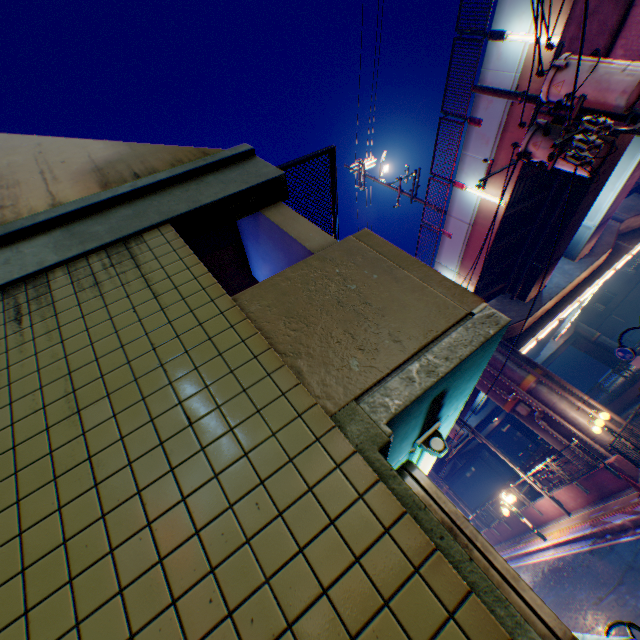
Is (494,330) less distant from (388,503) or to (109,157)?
(388,503)

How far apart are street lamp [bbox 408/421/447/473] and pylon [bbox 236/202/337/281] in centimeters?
64cm

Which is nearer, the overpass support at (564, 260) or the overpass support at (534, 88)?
the overpass support at (534, 88)

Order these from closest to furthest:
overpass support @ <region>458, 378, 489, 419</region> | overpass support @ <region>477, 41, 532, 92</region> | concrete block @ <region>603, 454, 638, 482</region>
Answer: overpass support @ <region>477, 41, 532, 92</region>, concrete block @ <region>603, 454, 638, 482</region>, overpass support @ <region>458, 378, 489, 419</region>

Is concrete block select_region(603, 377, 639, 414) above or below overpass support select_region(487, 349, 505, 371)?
below

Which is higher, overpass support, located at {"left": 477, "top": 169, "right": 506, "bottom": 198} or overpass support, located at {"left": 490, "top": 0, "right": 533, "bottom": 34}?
overpass support, located at {"left": 490, "top": 0, "right": 533, "bottom": 34}

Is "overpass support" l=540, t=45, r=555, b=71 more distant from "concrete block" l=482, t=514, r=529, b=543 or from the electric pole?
the electric pole

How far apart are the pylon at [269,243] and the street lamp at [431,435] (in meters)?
0.64
